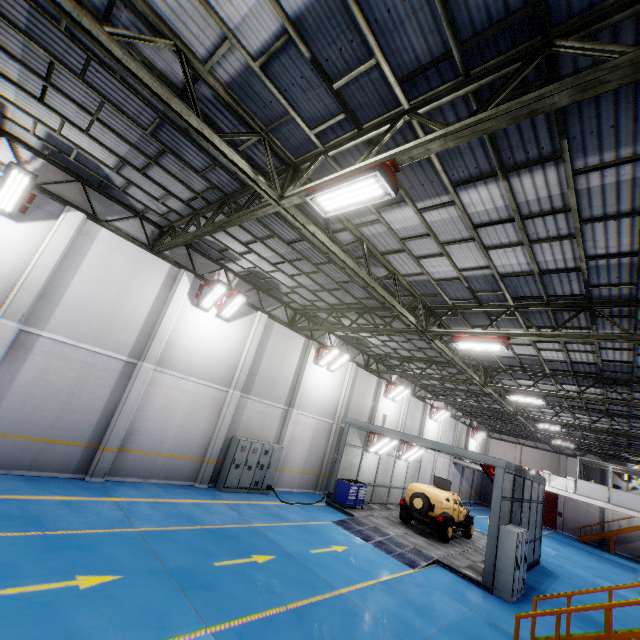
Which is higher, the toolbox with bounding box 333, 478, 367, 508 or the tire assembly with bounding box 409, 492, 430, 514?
the tire assembly with bounding box 409, 492, 430, 514

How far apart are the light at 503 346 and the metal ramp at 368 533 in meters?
8.1

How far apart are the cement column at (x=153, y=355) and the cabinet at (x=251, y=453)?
4.4 meters

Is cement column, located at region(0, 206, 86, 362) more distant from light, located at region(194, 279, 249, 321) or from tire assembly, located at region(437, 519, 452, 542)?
tire assembly, located at region(437, 519, 452, 542)

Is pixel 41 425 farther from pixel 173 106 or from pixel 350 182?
pixel 350 182

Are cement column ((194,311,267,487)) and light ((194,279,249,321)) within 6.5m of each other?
yes

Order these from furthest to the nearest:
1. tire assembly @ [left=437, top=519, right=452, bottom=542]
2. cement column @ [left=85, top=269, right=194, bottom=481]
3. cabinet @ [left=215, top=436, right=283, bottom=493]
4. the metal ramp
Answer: tire assembly @ [left=437, top=519, right=452, bottom=542]
cabinet @ [left=215, top=436, right=283, bottom=493]
the metal ramp
cement column @ [left=85, top=269, right=194, bottom=481]

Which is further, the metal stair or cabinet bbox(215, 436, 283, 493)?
cabinet bbox(215, 436, 283, 493)
